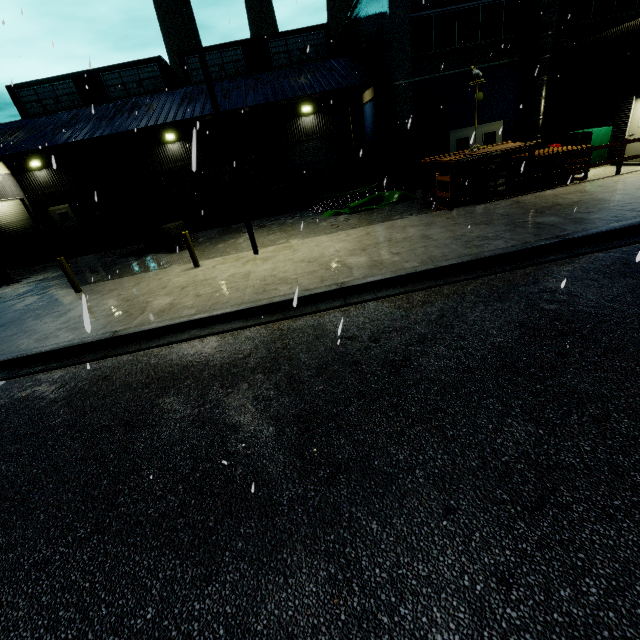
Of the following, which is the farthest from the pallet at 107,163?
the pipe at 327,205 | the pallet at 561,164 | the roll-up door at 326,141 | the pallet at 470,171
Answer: the pallet at 561,164

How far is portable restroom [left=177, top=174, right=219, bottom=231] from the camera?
18.4m

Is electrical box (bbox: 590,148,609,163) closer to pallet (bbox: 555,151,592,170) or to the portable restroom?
pallet (bbox: 555,151,592,170)

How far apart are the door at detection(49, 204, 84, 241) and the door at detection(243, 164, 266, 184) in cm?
1269

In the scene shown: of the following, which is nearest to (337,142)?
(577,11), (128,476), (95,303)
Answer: (577,11)

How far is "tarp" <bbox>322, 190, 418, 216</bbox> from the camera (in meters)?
15.09

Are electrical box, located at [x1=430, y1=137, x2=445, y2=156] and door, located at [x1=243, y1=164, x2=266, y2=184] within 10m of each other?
no

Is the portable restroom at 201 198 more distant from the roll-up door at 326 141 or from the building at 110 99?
the roll-up door at 326 141
